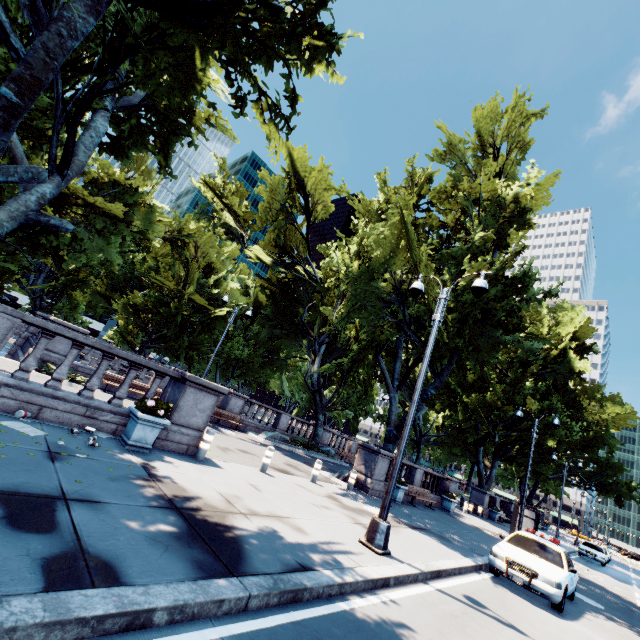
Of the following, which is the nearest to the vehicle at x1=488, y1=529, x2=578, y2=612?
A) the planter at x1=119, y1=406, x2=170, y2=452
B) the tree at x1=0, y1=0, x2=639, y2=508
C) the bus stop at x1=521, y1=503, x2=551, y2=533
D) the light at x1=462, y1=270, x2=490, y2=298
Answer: the light at x1=462, y1=270, x2=490, y2=298

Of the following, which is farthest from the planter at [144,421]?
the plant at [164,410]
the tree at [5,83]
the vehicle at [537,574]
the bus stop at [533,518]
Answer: the bus stop at [533,518]

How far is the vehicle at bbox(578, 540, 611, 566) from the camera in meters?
27.4

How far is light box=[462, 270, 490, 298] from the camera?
8.62m

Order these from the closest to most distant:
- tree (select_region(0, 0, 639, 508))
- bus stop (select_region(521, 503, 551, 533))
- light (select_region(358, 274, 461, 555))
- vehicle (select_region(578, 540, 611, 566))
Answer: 1. light (select_region(358, 274, 461, 555))
2. tree (select_region(0, 0, 639, 508))
3. bus stop (select_region(521, 503, 551, 533))
4. vehicle (select_region(578, 540, 611, 566))

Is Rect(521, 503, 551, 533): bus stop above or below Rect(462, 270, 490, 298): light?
below

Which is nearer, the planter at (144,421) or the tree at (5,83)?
the planter at (144,421)

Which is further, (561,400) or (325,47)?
(561,400)
